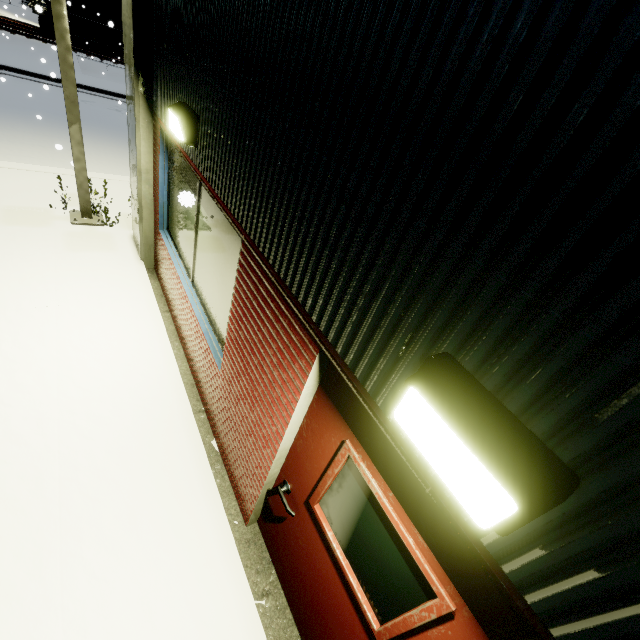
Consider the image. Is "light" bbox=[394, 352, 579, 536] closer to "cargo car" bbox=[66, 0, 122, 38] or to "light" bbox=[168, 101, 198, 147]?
"light" bbox=[168, 101, 198, 147]

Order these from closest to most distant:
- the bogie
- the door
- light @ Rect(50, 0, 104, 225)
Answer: the door < light @ Rect(50, 0, 104, 225) < the bogie

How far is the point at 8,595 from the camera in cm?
229

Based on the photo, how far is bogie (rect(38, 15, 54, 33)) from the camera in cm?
2222

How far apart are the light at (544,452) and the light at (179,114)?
3.1m

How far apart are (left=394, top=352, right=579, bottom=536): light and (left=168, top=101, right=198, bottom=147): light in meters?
3.1

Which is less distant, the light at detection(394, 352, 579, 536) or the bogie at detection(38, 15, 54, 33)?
the light at detection(394, 352, 579, 536)

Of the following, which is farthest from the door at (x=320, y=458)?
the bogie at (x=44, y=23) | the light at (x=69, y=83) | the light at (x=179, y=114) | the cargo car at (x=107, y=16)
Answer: the bogie at (x=44, y=23)
